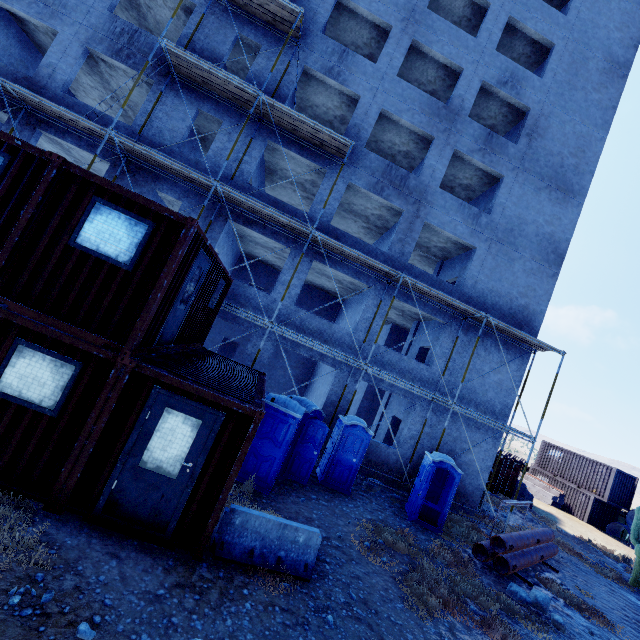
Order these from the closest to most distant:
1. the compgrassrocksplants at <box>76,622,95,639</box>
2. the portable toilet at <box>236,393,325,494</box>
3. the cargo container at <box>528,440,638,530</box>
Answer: the compgrassrocksplants at <box>76,622,95,639</box> → the portable toilet at <box>236,393,325,494</box> → the cargo container at <box>528,440,638,530</box>

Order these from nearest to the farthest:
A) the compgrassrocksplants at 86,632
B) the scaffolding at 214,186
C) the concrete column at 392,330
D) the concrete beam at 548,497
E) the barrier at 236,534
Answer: the compgrassrocksplants at 86,632 < the barrier at 236,534 < the scaffolding at 214,186 < the concrete column at 392,330 < the concrete beam at 548,497

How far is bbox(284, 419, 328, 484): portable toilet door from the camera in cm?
991

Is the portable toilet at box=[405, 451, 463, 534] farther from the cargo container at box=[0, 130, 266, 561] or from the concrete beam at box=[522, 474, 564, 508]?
the concrete beam at box=[522, 474, 564, 508]

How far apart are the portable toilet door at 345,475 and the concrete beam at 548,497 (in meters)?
24.17

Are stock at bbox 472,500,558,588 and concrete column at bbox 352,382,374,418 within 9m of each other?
no

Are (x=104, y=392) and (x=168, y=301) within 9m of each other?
yes

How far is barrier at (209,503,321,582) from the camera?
5.68m
